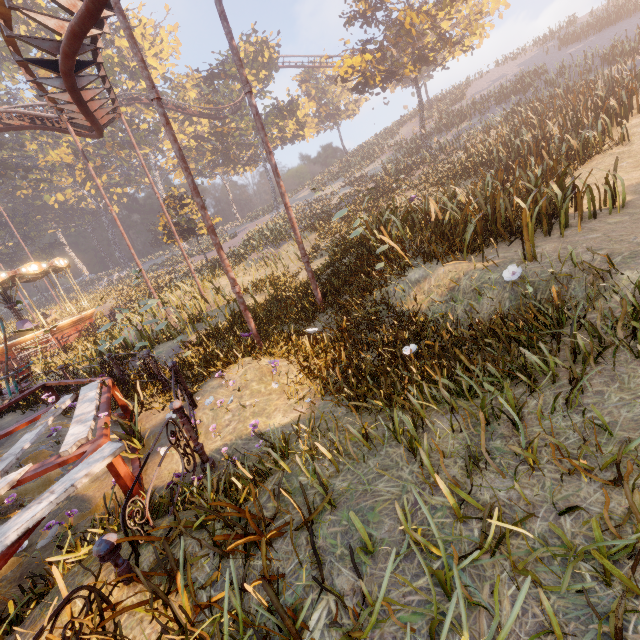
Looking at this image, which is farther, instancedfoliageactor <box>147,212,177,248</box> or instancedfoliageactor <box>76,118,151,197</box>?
instancedfoliageactor <box>76,118,151,197</box>

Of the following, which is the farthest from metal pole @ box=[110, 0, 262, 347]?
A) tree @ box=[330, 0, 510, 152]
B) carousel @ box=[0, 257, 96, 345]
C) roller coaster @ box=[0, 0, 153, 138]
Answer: carousel @ box=[0, 257, 96, 345]

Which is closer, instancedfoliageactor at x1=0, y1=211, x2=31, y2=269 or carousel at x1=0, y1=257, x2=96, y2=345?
carousel at x1=0, y1=257, x2=96, y2=345

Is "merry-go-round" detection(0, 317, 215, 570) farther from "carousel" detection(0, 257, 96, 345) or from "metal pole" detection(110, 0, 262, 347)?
"carousel" detection(0, 257, 96, 345)

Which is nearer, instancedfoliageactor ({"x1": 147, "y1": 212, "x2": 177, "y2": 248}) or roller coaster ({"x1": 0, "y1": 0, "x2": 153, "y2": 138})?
roller coaster ({"x1": 0, "y1": 0, "x2": 153, "y2": 138})

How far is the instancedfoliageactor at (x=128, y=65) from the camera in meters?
41.7 m

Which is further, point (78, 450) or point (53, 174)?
point (53, 174)
